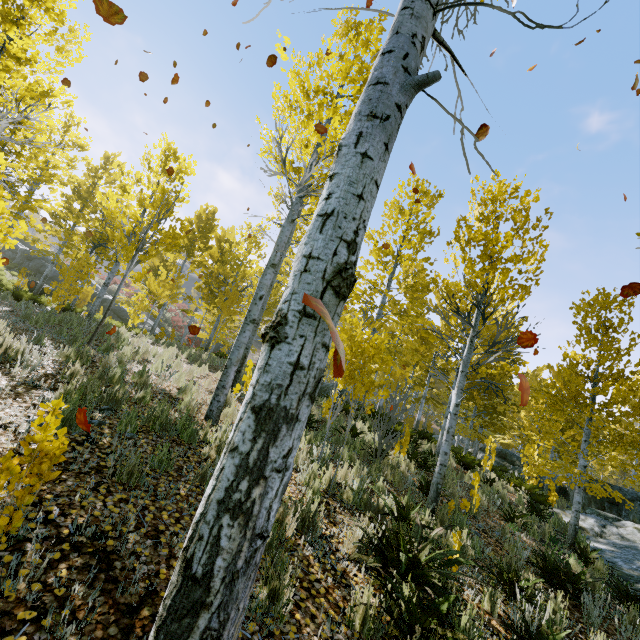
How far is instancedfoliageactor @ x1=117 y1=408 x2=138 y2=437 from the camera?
4.0 meters

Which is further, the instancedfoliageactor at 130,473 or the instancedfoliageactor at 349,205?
the instancedfoliageactor at 130,473

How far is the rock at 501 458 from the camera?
19.9 meters

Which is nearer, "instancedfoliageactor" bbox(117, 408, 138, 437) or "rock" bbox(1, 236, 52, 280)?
"instancedfoliageactor" bbox(117, 408, 138, 437)

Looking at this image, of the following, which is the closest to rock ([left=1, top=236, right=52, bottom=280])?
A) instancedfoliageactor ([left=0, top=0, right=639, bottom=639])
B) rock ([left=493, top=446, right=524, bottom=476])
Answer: instancedfoliageactor ([left=0, top=0, right=639, bottom=639])

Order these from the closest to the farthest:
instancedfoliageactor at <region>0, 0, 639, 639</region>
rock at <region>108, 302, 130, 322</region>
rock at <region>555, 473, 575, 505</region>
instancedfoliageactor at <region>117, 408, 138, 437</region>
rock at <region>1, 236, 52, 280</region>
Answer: instancedfoliageactor at <region>0, 0, 639, 639</region> → instancedfoliageactor at <region>117, 408, 138, 437</region> → rock at <region>555, 473, 575, 505</region> → rock at <region>108, 302, 130, 322</region> → rock at <region>1, 236, 52, 280</region>

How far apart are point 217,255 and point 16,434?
22.13m

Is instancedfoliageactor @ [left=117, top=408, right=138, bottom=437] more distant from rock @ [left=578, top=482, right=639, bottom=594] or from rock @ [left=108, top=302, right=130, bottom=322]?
rock @ [left=108, top=302, right=130, bottom=322]
